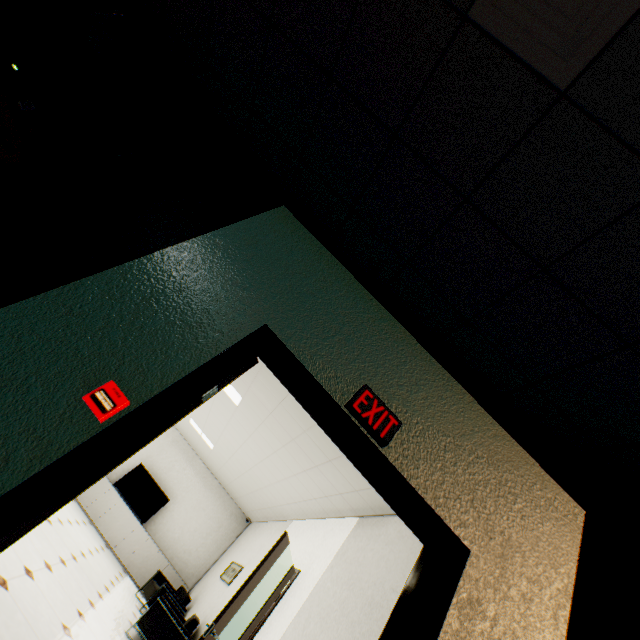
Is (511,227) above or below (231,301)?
above

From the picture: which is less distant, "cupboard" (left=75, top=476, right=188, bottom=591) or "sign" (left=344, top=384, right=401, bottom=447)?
"sign" (left=344, top=384, right=401, bottom=447)

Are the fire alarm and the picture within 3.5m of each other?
no

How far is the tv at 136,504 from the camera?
9.18m

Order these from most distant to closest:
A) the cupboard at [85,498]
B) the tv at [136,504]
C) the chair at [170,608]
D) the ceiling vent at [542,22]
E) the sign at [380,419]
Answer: the tv at [136,504] < the cupboard at [85,498] < the chair at [170,608] < the sign at [380,419] < the ceiling vent at [542,22]

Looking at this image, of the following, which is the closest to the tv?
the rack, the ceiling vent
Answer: the rack

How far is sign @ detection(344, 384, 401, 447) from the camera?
1.7 meters

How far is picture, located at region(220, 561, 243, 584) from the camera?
6.67m
